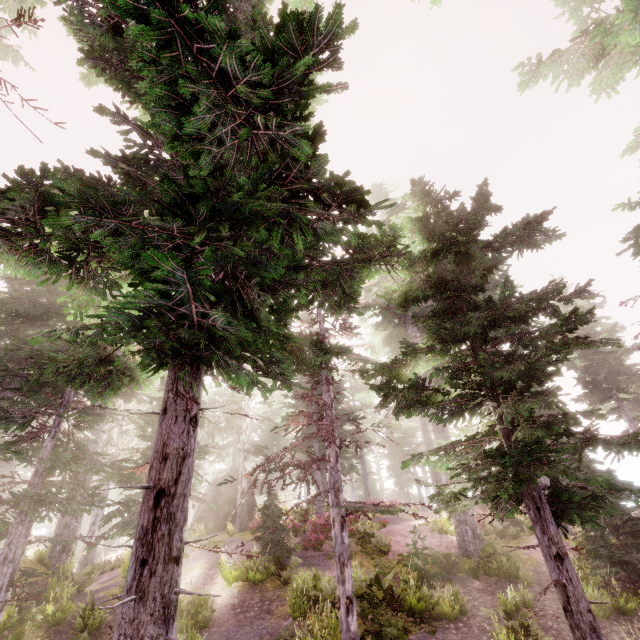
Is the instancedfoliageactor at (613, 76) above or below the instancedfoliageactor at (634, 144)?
above

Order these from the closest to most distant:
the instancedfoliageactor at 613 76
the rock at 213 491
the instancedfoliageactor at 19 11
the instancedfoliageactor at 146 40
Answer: the instancedfoliageactor at 146 40 → the instancedfoliageactor at 19 11 → the instancedfoliageactor at 613 76 → the rock at 213 491

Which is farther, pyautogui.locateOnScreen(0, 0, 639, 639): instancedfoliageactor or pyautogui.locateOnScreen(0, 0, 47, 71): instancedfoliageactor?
pyautogui.locateOnScreen(0, 0, 47, 71): instancedfoliageactor

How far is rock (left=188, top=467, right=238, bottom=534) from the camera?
24.38m

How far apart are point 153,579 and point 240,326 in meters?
3.2 m

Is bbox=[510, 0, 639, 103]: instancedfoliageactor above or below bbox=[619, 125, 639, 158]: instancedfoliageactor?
above

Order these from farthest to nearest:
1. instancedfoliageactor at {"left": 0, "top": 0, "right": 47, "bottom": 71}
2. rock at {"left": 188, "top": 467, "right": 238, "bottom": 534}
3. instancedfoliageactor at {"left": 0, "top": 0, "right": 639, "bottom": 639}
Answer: rock at {"left": 188, "top": 467, "right": 238, "bottom": 534} → instancedfoliageactor at {"left": 0, "top": 0, "right": 47, "bottom": 71} → instancedfoliageactor at {"left": 0, "top": 0, "right": 639, "bottom": 639}
